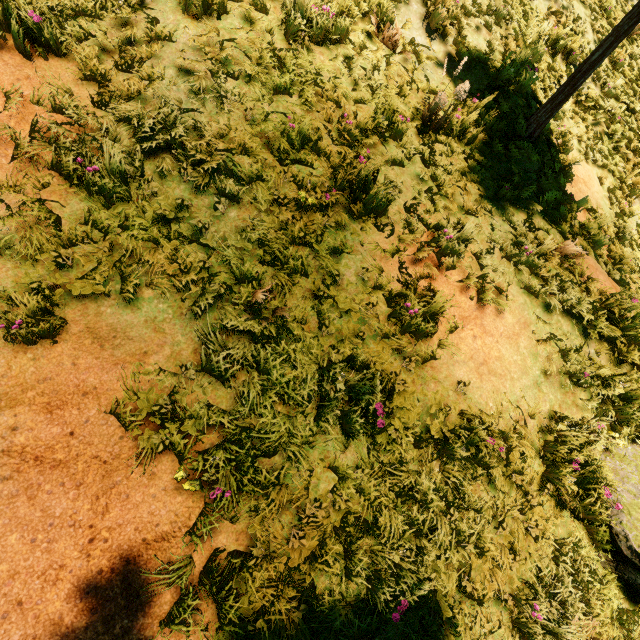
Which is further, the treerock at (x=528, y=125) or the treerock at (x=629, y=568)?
the treerock at (x=528, y=125)

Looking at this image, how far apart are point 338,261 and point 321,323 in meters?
0.7 m

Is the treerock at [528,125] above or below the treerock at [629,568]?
above

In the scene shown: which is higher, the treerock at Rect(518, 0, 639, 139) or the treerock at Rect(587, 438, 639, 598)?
the treerock at Rect(518, 0, 639, 139)

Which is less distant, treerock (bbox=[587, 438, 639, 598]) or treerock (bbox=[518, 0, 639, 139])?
treerock (bbox=[587, 438, 639, 598])
